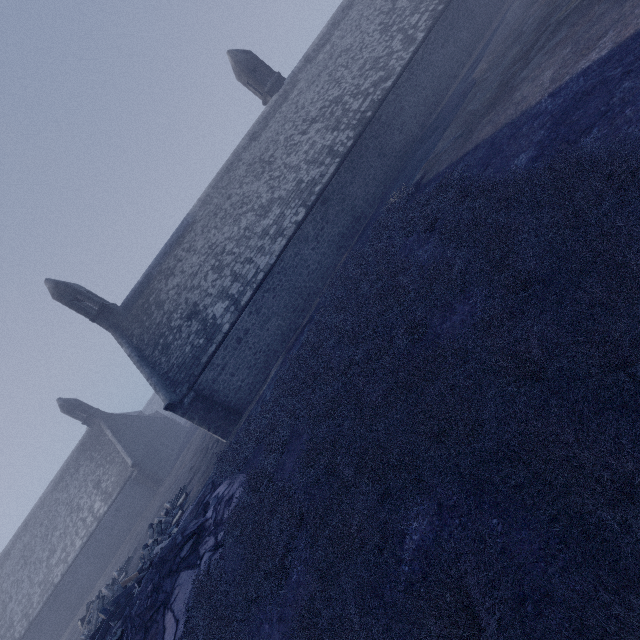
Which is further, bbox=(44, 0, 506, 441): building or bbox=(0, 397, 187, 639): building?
bbox=(0, 397, 187, 639): building

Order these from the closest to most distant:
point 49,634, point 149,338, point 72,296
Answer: point 149,338
point 72,296
point 49,634

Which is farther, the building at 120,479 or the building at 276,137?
the building at 120,479
